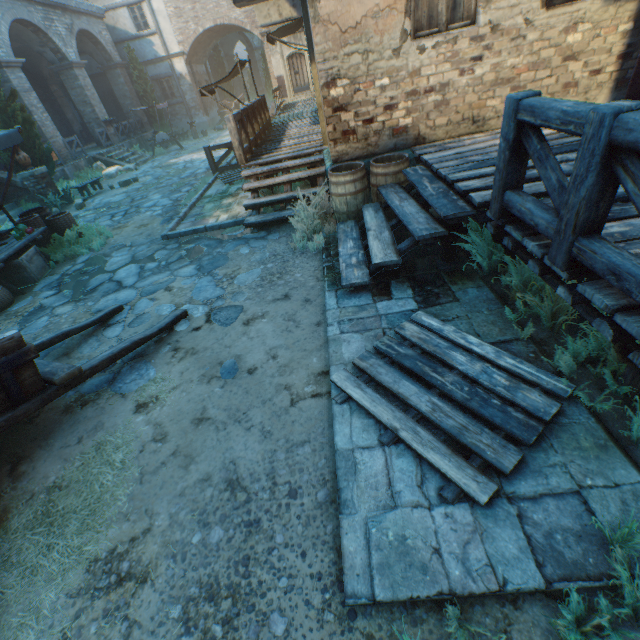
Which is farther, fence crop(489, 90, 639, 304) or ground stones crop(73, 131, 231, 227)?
ground stones crop(73, 131, 231, 227)

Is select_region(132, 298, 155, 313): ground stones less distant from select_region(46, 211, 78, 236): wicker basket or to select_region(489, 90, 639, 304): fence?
select_region(46, 211, 78, 236): wicker basket

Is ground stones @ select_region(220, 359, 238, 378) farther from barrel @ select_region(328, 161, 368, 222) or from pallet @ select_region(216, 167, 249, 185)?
pallet @ select_region(216, 167, 249, 185)

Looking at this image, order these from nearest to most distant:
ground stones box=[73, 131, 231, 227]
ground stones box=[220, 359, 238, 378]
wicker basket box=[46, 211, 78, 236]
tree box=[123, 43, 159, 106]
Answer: ground stones box=[220, 359, 238, 378] → wicker basket box=[46, 211, 78, 236] → ground stones box=[73, 131, 231, 227] → tree box=[123, 43, 159, 106]

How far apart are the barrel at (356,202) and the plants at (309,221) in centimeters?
3cm

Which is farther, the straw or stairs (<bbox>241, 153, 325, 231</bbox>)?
stairs (<bbox>241, 153, 325, 231</bbox>)

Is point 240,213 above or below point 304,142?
below

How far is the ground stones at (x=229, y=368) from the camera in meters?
3.5 m
